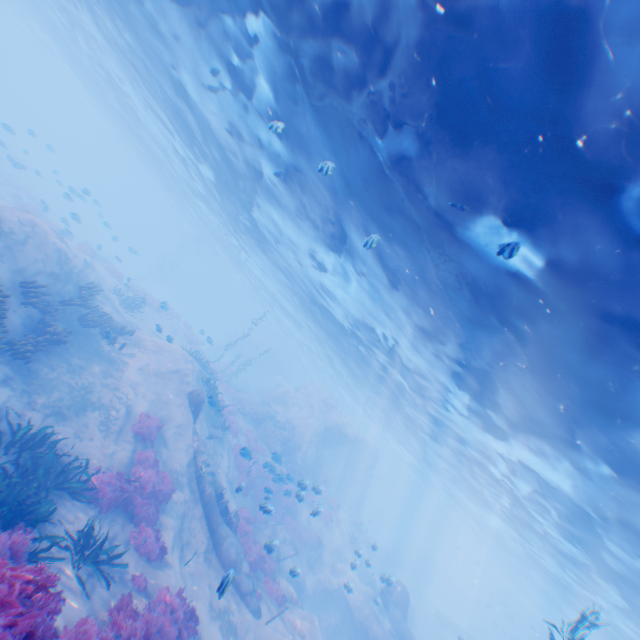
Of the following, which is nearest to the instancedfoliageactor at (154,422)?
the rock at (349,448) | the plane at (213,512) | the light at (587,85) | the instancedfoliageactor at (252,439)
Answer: the rock at (349,448)

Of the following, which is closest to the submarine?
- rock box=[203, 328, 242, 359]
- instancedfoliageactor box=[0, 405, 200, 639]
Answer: rock box=[203, 328, 242, 359]

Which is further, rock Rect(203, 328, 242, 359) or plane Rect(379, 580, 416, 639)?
rock Rect(203, 328, 242, 359)

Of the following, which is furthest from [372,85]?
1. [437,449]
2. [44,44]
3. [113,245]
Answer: [113,245]

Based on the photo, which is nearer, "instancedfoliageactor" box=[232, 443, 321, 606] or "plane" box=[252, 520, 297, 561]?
"plane" box=[252, 520, 297, 561]

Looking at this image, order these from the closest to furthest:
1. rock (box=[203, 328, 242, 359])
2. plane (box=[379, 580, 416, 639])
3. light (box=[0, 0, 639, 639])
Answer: light (box=[0, 0, 639, 639]) < plane (box=[379, 580, 416, 639]) < rock (box=[203, 328, 242, 359])

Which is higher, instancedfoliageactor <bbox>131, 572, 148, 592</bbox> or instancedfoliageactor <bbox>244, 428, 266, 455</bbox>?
instancedfoliageactor <bbox>244, 428, 266, 455</bbox>

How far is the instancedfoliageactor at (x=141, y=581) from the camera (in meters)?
8.51
